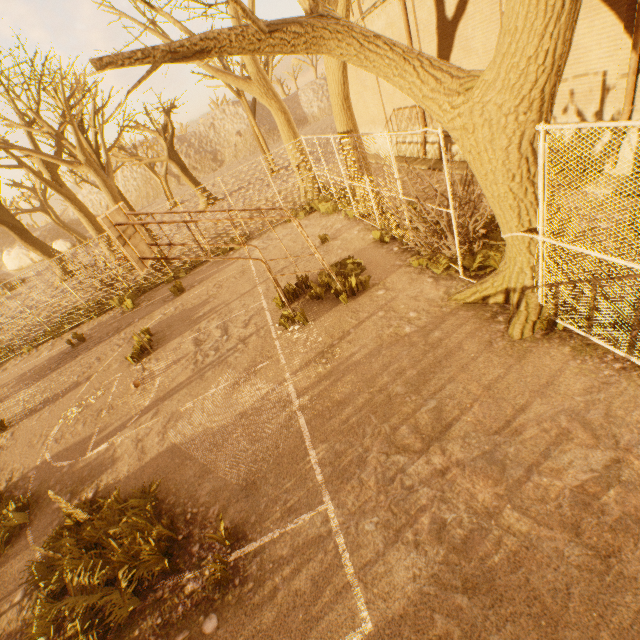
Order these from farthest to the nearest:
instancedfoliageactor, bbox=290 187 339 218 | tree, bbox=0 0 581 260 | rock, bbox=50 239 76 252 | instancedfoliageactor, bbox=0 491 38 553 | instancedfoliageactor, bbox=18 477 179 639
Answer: rock, bbox=50 239 76 252 → instancedfoliageactor, bbox=290 187 339 218 → instancedfoliageactor, bbox=0 491 38 553 → instancedfoliageactor, bbox=18 477 179 639 → tree, bbox=0 0 581 260

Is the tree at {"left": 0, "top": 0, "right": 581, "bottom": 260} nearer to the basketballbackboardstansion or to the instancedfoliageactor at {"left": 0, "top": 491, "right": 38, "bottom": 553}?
the basketballbackboardstansion

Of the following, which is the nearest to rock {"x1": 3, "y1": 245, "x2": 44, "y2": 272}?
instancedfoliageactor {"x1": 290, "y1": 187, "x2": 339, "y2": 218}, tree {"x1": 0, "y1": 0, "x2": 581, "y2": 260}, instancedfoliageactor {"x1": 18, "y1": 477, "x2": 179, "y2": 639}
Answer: tree {"x1": 0, "y1": 0, "x2": 581, "y2": 260}

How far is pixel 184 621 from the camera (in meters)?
3.84

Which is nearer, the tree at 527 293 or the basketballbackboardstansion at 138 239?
the tree at 527 293

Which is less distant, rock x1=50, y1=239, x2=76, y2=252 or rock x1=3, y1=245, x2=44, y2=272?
rock x1=50, y1=239, x2=76, y2=252

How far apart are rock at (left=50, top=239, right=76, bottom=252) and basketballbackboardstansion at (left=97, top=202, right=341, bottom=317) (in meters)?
48.53

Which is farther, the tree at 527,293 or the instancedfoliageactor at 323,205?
the instancedfoliageactor at 323,205
